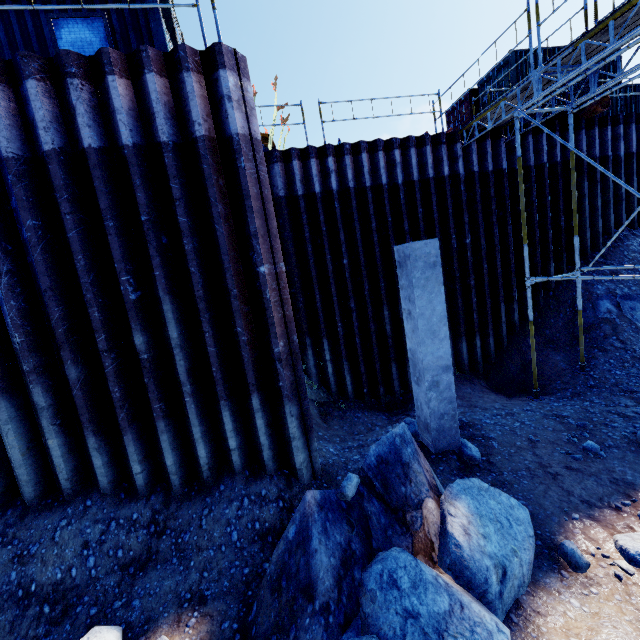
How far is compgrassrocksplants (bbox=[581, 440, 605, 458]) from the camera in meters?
5.9

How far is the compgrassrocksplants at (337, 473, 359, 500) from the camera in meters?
3.7

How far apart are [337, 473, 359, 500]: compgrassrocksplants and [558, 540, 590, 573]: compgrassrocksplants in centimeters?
280cm

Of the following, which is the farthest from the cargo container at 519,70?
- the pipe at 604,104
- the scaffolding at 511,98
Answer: the pipe at 604,104

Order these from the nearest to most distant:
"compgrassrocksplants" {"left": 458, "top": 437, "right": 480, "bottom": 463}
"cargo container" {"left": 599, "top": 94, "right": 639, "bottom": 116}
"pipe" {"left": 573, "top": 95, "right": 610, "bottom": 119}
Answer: "compgrassrocksplants" {"left": 458, "top": 437, "right": 480, "bottom": 463} < "pipe" {"left": 573, "top": 95, "right": 610, "bottom": 119} < "cargo container" {"left": 599, "top": 94, "right": 639, "bottom": 116}

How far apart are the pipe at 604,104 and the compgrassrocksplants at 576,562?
12.4 meters

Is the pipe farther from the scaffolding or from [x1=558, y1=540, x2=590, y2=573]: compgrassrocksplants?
[x1=558, y1=540, x2=590, y2=573]: compgrassrocksplants

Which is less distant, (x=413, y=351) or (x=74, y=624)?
(x=74, y=624)
